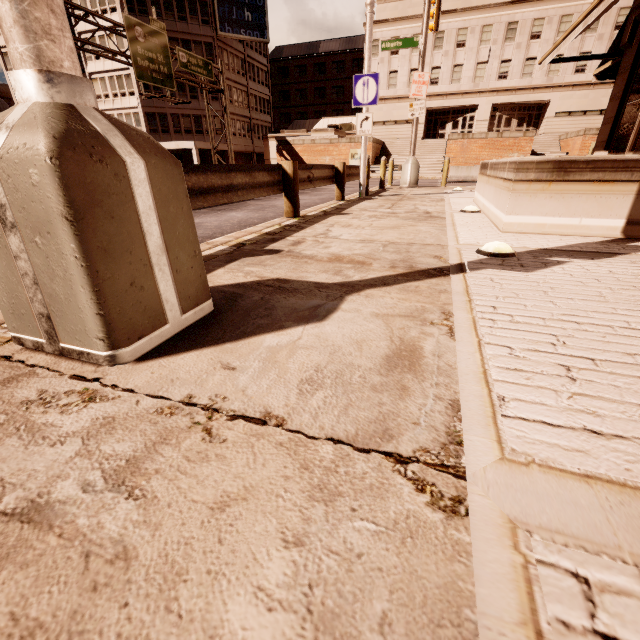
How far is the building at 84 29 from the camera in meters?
36.0

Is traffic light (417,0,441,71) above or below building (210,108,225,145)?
above

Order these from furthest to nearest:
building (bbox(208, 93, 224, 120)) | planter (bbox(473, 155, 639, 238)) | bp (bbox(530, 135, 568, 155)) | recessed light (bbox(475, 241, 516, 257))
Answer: building (bbox(208, 93, 224, 120)) → bp (bbox(530, 135, 568, 155)) → planter (bbox(473, 155, 639, 238)) → recessed light (bbox(475, 241, 516, 257))

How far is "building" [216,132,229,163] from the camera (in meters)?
42.27

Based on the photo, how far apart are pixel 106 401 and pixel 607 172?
5.76m

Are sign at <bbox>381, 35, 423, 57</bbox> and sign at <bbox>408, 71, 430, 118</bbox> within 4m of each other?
yes

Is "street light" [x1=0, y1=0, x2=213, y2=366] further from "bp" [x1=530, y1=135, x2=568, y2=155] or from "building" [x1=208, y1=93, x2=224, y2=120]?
"building" [x1=208, y1=93, x2=224, y2=120]
